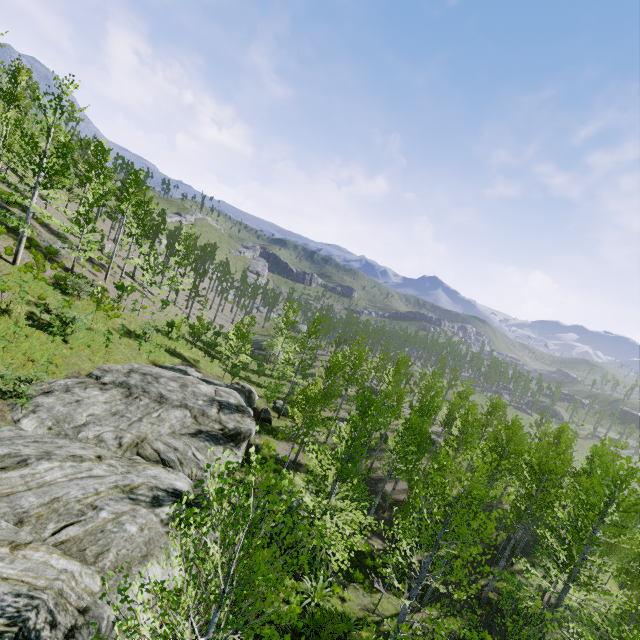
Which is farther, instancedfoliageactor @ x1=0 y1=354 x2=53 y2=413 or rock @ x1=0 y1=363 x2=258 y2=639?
instancedfoliageactor @ x1=0 y1=354 x2=53 y2=413

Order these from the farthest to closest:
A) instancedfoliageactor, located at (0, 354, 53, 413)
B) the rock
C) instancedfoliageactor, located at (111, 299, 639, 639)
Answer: instancedfoliageactor, located at (0, 354, 53, 413)
the rock
instancedfoliageactor, located at (111, 299, 639, 639)

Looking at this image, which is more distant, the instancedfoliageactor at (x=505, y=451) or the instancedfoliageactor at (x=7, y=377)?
the instancedfoliageactor at (x=7, y=377)

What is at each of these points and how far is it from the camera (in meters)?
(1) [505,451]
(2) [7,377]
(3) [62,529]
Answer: (1) instancedfoliageactor, 31.91
(2) instancedfoliageactor, 12.73
(3) rock, 7.68

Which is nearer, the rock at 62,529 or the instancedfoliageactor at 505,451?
the instancedfoliageactor at 505,451

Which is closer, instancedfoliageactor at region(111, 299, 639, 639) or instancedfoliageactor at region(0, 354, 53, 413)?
instancedfoliageactor at region(111, 299, 639, 639)
